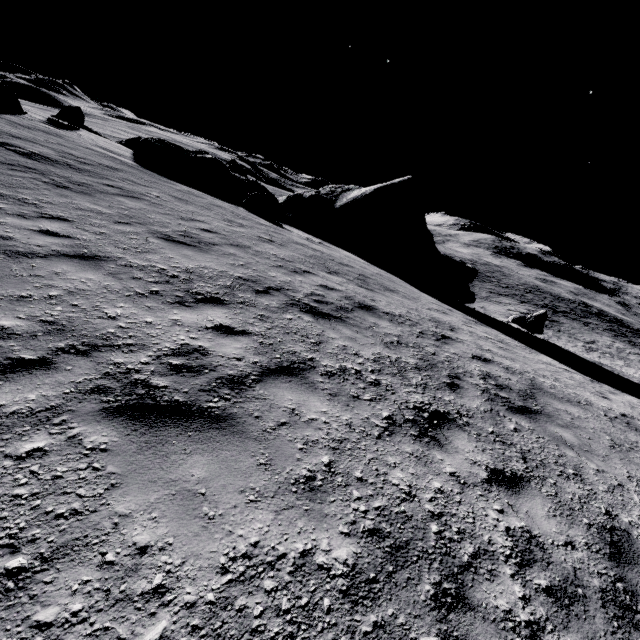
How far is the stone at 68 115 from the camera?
21.8 meters

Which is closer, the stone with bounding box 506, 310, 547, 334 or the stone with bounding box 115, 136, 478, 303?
the stone with bounding box 506, 310, 547, 334

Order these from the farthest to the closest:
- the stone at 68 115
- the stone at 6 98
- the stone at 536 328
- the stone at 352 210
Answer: the stone at 68 115 → the stone at 352 210 → the stone at 536 328 → the stone at 6 98

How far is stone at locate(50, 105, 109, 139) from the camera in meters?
21.8

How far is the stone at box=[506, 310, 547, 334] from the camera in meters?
18.2

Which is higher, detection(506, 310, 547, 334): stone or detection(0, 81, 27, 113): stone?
detection(0, 81, 27, 113): stone

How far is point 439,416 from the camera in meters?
4.6 m

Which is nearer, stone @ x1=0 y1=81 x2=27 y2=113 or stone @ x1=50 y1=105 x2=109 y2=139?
stone @ x1=0 y1=81 x2=27 y2=113
